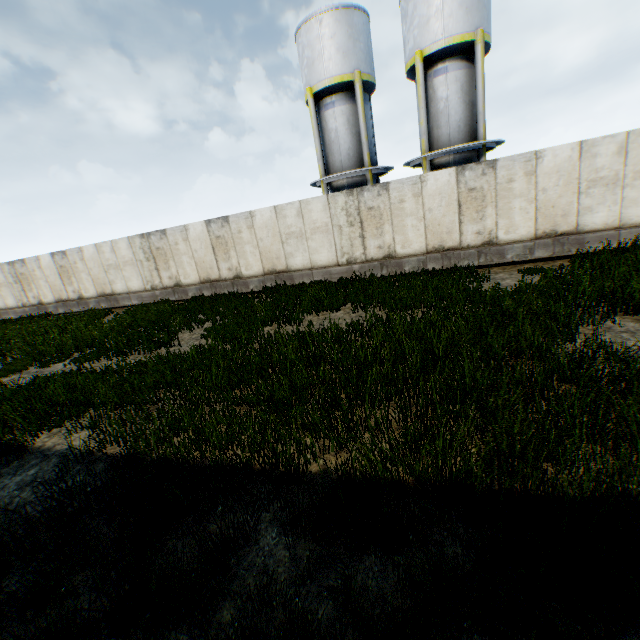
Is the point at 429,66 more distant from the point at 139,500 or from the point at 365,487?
the point at 139,500

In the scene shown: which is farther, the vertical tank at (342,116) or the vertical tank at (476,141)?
the vertical tank at (342,116)

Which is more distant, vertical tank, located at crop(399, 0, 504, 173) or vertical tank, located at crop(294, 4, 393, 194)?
vertical tank, located at crop(294, 4, 393, 194)
